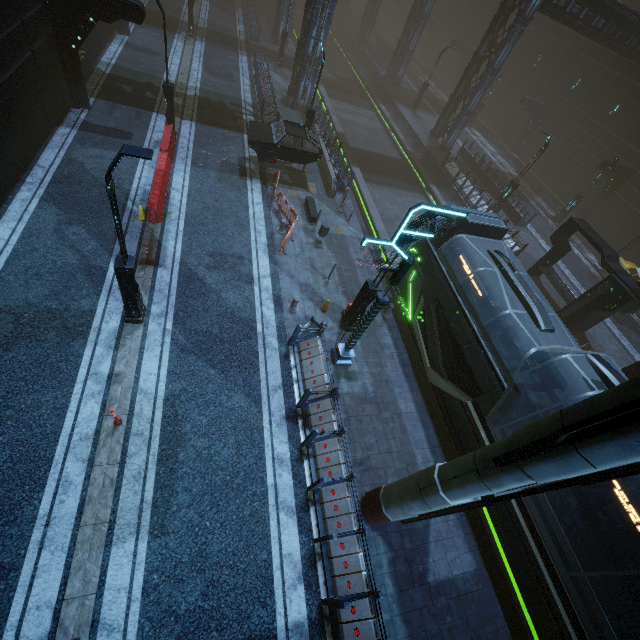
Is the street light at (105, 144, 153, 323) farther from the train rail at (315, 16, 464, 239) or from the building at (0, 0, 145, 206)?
the train rail at (315, 16, 464, 239)

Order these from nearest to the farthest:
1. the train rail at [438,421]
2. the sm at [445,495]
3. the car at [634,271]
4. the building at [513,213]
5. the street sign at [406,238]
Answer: the sm at [445,495]
the street sign at [406,238]
the train rail at [438,421]
the car at [634,271]
the building at [513,213]

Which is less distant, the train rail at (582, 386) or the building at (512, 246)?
the train rail at (582, 386)

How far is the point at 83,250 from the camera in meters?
11.3

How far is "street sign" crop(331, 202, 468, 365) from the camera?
7.03m

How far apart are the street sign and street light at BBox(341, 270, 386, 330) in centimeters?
83cm

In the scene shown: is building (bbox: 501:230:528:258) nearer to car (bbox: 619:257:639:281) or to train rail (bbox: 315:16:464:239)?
train rail (bbox: 315:16:464:239)

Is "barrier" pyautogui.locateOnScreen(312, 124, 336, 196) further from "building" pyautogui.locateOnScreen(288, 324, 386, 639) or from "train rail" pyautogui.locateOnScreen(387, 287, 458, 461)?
"train rail" pyautogui.locateOnScreen(387, 287, 458, 461)
